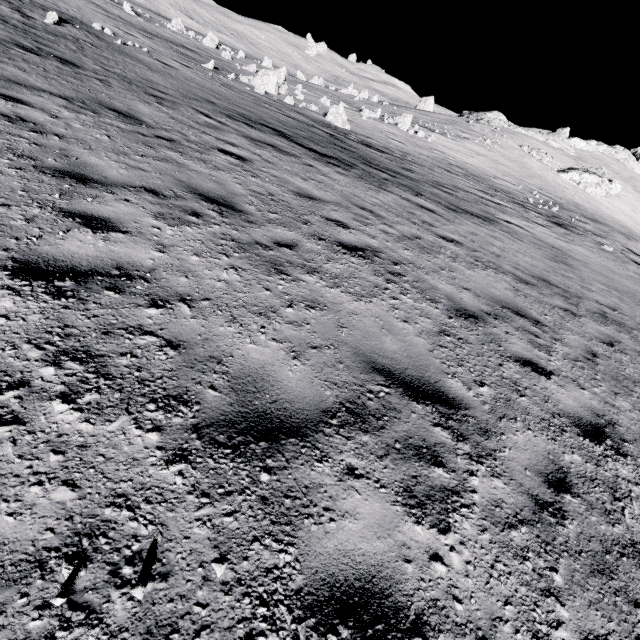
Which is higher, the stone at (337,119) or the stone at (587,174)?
the stone at (587,174)

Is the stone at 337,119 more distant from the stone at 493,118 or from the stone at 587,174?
the stone at 493,118

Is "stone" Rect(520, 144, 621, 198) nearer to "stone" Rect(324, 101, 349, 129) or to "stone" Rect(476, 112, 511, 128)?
"stone" Rect(476, 112, 511, 128)

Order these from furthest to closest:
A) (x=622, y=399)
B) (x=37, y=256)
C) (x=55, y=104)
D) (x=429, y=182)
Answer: (x=429, y=182)
(x=55, y=104)
(x=622, y=399)
(x=37, y=256)

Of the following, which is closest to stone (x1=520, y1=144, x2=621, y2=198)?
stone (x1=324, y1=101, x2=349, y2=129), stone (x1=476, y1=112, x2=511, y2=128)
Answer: stone (x1=476, y1=112, x2=511, y2=128)

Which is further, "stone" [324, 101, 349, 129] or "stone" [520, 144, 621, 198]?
"stone" [520, 144, 621, 198]

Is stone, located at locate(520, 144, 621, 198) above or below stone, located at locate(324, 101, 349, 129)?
above
